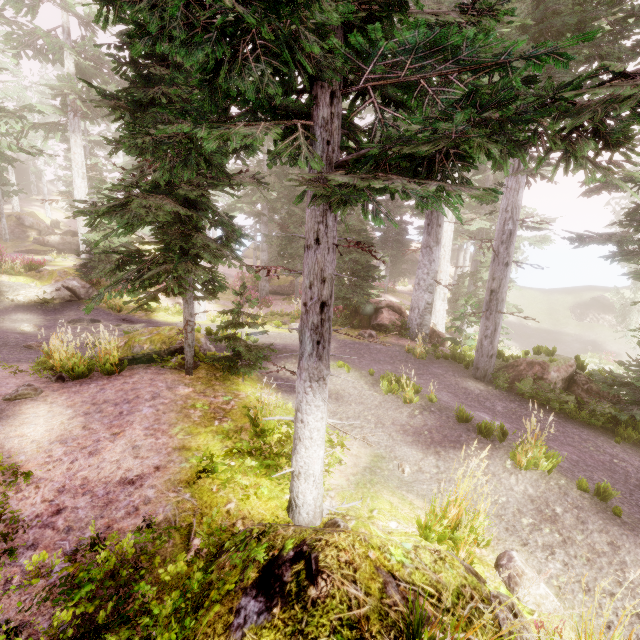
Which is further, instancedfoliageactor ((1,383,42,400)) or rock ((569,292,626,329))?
rock ((569,292,626,329))

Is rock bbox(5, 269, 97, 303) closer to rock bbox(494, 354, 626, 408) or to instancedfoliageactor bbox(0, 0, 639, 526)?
instancedfoliageactor bbox(0, 0, 639, 526)

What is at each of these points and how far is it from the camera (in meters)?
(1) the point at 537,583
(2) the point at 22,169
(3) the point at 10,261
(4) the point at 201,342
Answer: (1) instancedfoliageactor, 1.51
(2) rock, 50.97
(3) instancedfoliageactor, 18.05
(4) rock, 9.42

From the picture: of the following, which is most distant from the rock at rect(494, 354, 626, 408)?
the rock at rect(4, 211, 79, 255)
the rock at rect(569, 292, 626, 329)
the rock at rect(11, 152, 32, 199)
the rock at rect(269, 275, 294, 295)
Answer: the rock at rect(11, 152, 32, 199)

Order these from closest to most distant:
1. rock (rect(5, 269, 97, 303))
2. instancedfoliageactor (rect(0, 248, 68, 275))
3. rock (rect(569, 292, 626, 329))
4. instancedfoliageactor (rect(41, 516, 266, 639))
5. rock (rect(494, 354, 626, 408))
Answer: instancedfoliageactor (rect(41, 516, 266, 639)), rock (rect(494, 354, 626, 408)), rock (rect(5, 269, 97, 303)), instancedfoliageactor (rect(0, 248, 68, 275)), rock (rect(569, 292, 626, 329))

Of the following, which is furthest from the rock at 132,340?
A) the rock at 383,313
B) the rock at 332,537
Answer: the rock at 383,313

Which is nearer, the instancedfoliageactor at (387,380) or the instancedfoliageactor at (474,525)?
the instancedfoliageactor at (474,525)
